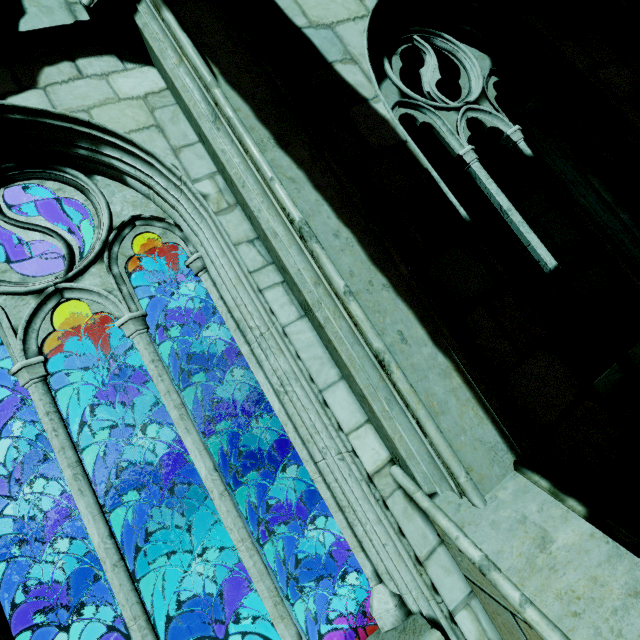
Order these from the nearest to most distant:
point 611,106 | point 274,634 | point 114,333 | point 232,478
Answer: point 611,106, point 114,333, point 274,634, point 232,478

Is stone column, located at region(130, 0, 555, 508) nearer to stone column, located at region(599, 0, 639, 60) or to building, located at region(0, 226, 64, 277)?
building, located at region(0, 226, 64, 277)

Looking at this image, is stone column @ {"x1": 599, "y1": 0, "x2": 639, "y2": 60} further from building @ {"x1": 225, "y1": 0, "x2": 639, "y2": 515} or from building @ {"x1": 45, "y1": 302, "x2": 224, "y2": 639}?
building @ {"x1": 45, "y1": 302, "x2": 224, "y2": 639}

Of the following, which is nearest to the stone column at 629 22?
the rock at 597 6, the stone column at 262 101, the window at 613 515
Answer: the window at 613 515

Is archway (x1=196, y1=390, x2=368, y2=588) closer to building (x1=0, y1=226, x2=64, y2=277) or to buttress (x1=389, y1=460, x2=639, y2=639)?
building (x1=0, y1=226, x2=64, y2=277)

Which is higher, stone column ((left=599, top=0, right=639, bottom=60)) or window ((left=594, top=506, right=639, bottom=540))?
stone column ((left=599, top=0, right=639, bottom=60))

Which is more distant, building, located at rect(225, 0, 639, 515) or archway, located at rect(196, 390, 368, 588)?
archway, located at rect(196, 390, 368, 588)

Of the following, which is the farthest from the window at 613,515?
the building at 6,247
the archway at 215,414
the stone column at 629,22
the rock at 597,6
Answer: the archway at 215,414
